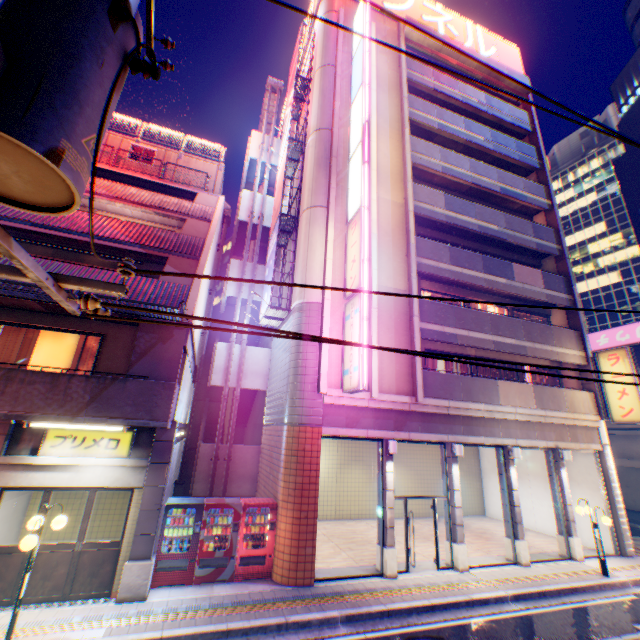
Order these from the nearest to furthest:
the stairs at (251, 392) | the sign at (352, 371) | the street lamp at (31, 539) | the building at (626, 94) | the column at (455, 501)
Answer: the street lamp at (31, 539)
the sign at (352, 371)
the column at (455, 501)
the stairs at (251, 392)
the building at (626, 94)

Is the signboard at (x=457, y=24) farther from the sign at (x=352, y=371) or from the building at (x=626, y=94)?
the building at (x=626, y=94)

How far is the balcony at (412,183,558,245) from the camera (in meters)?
16.03

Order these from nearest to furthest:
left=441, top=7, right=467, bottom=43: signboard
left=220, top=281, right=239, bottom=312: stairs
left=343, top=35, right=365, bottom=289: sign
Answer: left=343, top=35, right=365, bottom=289: sign, left=220, top=281, right=239, bottom=312: stairs, left=441, top=7, right=467, bottom=43: signboard

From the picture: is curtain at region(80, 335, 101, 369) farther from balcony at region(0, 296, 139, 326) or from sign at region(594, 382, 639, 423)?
sign at region(594, 382, 639, 423)

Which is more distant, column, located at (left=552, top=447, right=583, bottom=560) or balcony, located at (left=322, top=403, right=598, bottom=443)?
column, located at (left=552, top=447, right=583, bottom=560)

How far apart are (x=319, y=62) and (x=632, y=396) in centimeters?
2239cm

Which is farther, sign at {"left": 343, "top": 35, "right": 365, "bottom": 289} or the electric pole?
sign at {"left": 343, "top": 35, "right": 365, "bottom": 289}
